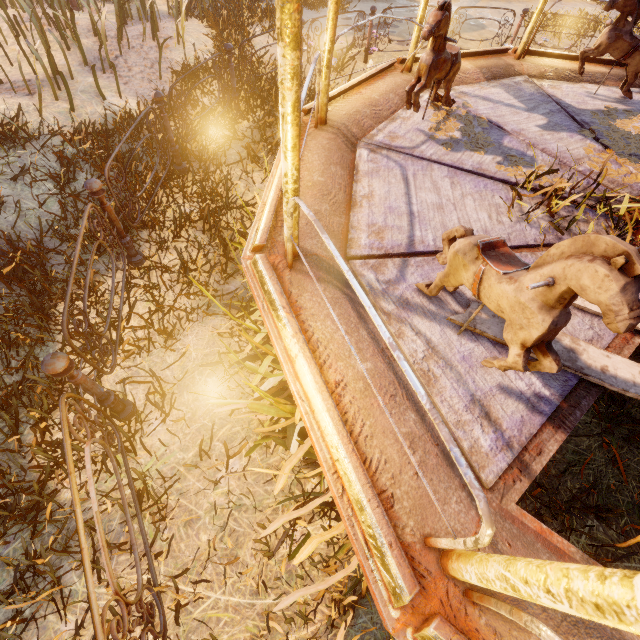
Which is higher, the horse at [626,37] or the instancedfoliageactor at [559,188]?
the horse at [626,37]

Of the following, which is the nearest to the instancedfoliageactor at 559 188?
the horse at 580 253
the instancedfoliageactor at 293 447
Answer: the horse at 580 253

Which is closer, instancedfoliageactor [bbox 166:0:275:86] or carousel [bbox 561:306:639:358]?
carousel [bbox 561:306:639:358]

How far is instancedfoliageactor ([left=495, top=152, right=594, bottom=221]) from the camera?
2.7 meters

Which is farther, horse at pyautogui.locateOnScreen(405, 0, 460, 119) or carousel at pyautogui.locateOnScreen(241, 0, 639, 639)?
horse at pyautogui.locateOnScreen(405, 0, 460, 119)

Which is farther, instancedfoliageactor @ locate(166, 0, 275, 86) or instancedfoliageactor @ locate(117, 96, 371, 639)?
instancedfoliageactor @ locate(166, 0, 275, 86)

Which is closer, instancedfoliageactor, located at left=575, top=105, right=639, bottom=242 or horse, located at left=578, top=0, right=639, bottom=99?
instancedfoliageactor, located at left=575, top=105, right=639, bottom=242

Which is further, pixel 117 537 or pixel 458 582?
pixel 117 537
